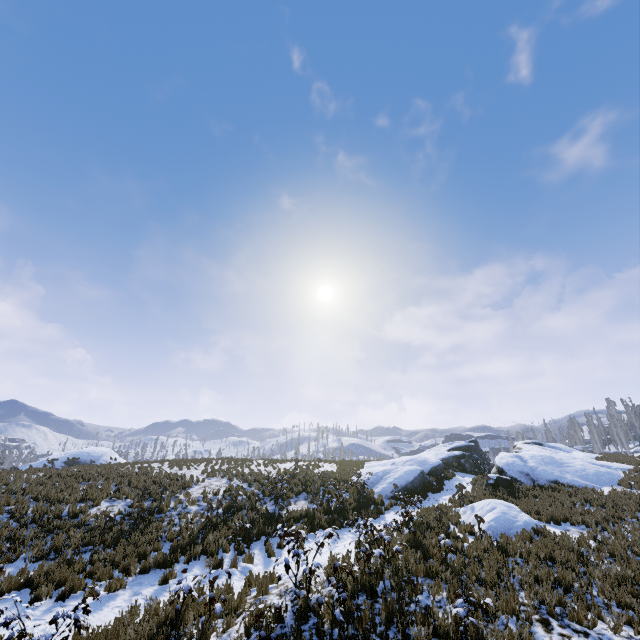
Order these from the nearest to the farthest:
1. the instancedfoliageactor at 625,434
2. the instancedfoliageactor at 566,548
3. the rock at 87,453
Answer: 1. the instancedfoliageactor at 566,548
2. the instancedfoliageactor at 625,434
3. the rock at 87,453

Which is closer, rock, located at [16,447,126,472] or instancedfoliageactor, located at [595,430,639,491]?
instancedfoliageactor, located at [595,430,639,491]

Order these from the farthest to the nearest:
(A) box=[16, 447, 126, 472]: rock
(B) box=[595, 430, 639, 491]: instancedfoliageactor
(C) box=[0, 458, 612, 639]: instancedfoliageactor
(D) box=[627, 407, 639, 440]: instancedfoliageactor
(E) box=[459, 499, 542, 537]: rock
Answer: (D) box=[627, 407, 639, 440]: instancedfoliageactor, (A) box=[16, 447, 126, 472]: rock, (B) box=[595, 430, 639, 491]: instancedfoliageactor, (E) box=[459, 499, 542, 537]: rock, (C) box=[0, 458, 612, 639]: instancedfoliageactor

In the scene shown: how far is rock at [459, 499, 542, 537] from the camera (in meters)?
12.23

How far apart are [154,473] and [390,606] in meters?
17.6 m

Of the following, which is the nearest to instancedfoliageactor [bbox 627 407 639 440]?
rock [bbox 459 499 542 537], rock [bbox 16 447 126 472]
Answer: rock [bbox 459 499 542 537]

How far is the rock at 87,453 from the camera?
20.3m

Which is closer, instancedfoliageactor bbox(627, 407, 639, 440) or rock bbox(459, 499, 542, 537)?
rock bbox(459, 499, 542, 537)
